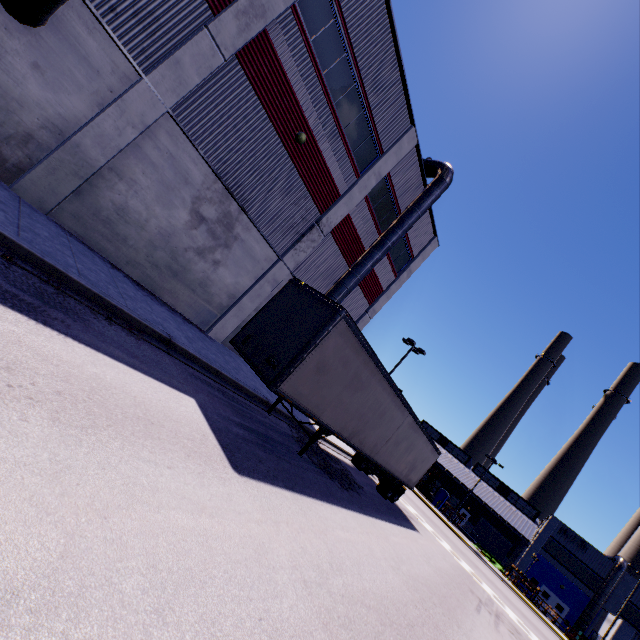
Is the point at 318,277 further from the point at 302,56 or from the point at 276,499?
the point at 276,499

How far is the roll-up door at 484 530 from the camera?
48.44m

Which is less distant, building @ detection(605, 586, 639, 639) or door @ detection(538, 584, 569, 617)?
building @ detection(605, 586, 639, 639)

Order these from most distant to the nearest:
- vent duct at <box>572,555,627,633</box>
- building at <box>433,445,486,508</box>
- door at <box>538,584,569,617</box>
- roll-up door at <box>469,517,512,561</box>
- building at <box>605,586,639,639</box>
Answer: building at <box>433,445,486,508</box>, roll-up door at <box>469,517,512,561</box>, door at <box>538,584,569,617</box>, vent duct at <box>572,555,627,633</box>, building at <box>605,586,639,639</box>

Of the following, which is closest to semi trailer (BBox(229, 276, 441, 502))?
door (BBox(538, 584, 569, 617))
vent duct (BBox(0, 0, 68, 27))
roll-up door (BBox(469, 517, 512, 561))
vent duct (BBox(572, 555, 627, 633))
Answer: vent duct (BBox(0, 0, 68, 27))

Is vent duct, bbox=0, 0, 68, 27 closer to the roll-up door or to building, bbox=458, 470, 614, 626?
building, bbox=458, 470, 614, 626

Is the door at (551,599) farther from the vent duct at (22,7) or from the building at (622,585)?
the vent duct at (22,7)

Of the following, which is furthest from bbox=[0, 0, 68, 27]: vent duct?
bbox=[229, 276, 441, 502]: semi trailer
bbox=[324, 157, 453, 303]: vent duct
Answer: bbox=[324, 157, 453, 303]: vent duct
